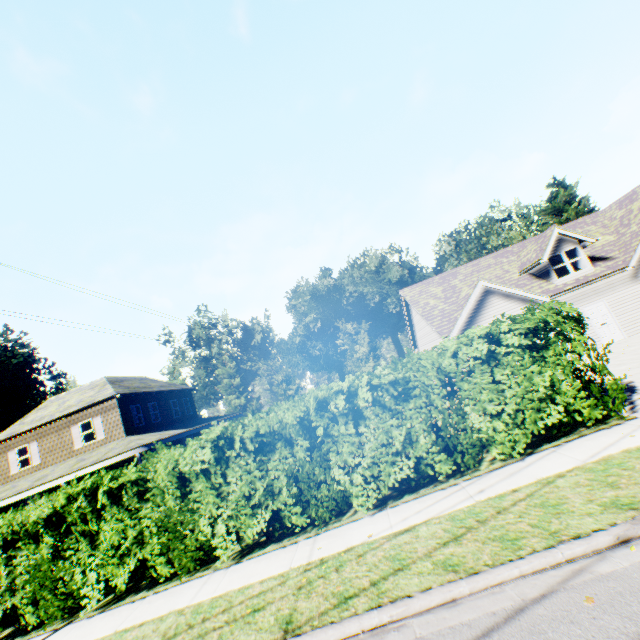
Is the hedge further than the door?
No

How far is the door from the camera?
17.02m

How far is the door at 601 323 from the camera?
17.0 meters

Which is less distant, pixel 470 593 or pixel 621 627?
pixel 621 627

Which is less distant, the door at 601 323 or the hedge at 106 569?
the hedge at 106 569
